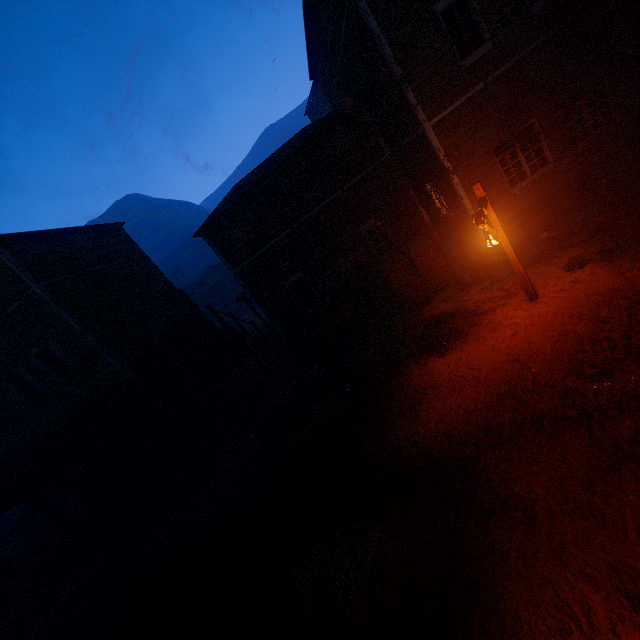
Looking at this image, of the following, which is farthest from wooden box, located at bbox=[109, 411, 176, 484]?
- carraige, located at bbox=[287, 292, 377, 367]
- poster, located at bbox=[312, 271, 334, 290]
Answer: poster, located at bbox=[312, 271, 334, 290]

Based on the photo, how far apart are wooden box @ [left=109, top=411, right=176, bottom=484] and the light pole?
13.11m

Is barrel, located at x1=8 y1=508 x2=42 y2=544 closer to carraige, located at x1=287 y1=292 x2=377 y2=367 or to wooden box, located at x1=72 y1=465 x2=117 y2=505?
wooden box, located at x1=72 y1=465 x2=117 y2=505

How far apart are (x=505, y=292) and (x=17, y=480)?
17.7 meters

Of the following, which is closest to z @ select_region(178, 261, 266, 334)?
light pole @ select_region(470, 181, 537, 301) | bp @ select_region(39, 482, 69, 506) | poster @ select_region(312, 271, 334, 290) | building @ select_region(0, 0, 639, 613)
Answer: building @ select_region(0, 0, 639, 613)

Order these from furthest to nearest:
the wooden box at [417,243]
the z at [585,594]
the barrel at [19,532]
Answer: the barrel at [19,532] → the wooden box at [417,243] → the z at [585,594]

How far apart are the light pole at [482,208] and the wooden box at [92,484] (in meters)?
16.10

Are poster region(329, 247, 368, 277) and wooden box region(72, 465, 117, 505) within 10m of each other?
no
